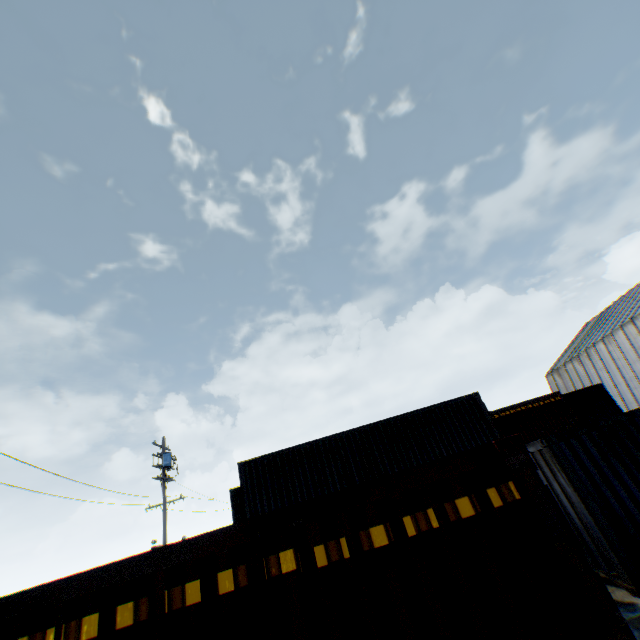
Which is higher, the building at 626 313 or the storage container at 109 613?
the building at 626 313

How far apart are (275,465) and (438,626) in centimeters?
1317cm

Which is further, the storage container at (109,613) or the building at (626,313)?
the building at (626,313)

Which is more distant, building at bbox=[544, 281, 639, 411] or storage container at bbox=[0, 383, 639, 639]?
building at bbox=[544, 281, 639, 411]

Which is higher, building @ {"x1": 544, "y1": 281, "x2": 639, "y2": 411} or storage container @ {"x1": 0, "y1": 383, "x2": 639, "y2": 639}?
building @ {"x1": 544, "y1": 281, "x2": 639, "y2": 411}
